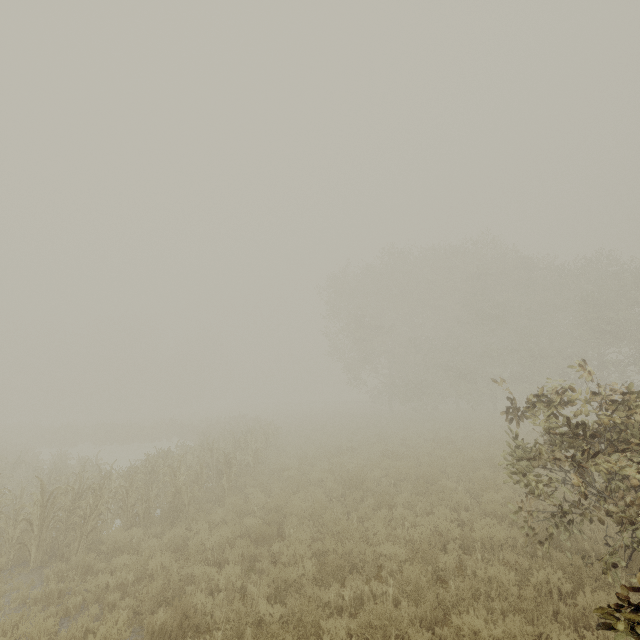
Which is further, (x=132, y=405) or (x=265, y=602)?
(x=132, y=405)
